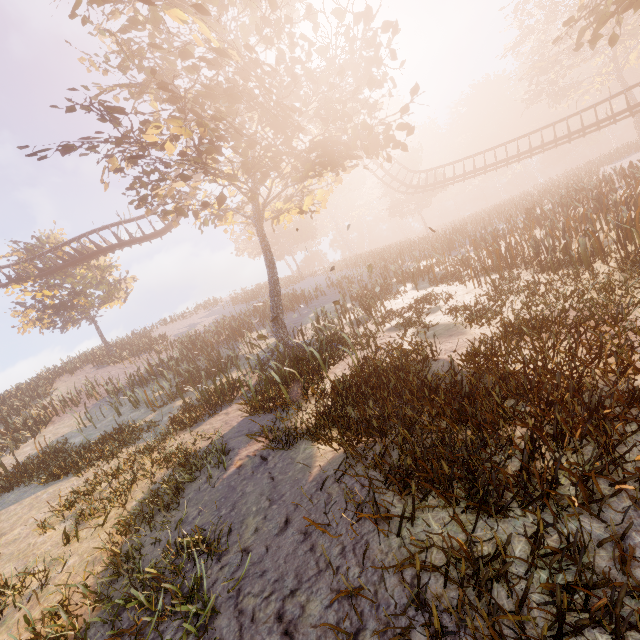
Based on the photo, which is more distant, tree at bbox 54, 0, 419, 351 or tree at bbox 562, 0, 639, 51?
tree at bbox 562, 0, 639, 51

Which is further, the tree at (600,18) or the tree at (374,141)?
the tree at (600,18)

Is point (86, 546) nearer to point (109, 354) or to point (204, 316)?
point (109, 354)
